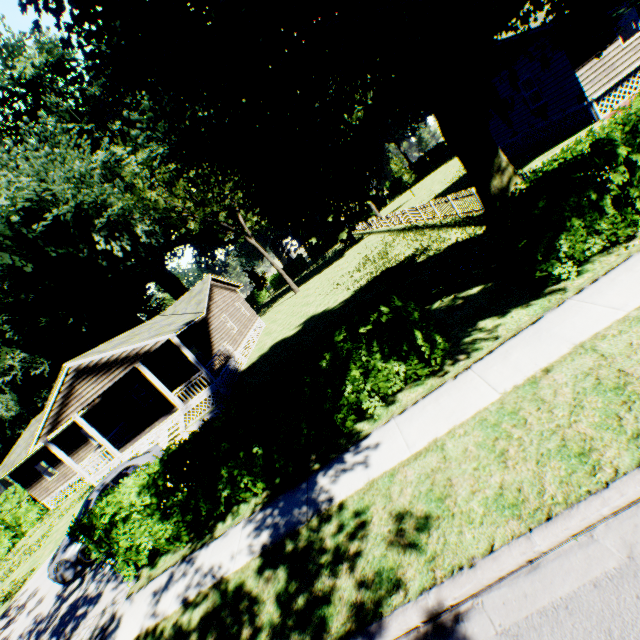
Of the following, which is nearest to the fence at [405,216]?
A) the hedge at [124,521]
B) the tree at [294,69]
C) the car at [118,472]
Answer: the tree at [294,69]

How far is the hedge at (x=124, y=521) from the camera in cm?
670

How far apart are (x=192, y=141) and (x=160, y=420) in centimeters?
1677cm

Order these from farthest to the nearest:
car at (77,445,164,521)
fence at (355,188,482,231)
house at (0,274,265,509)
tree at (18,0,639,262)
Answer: house at (0,274,265,509) → fence at (355,188,482,231) → car at (77,445,164,521) → tree at (18,0,639,262)

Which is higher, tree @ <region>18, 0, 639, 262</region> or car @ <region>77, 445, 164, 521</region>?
tree @ <region>18, 0, 639, 262</region>

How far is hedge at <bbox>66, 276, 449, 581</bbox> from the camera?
6.7m

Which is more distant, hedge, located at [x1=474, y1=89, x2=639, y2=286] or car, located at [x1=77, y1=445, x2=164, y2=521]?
car, located at [x1=77, y1=445, x2=164, y2=521]

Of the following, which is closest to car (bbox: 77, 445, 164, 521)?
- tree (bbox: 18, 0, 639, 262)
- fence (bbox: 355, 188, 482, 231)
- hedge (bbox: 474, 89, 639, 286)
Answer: tree (bbox: 18, 0, 639, 262)
